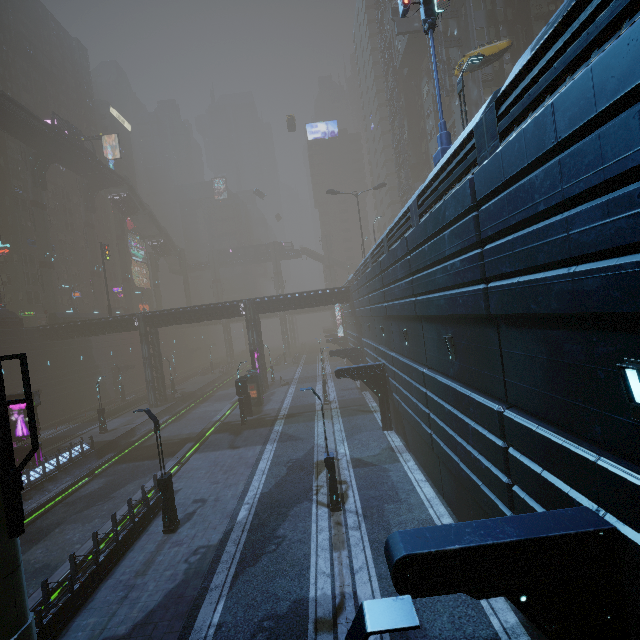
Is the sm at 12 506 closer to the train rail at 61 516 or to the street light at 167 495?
the train rail at 61 516

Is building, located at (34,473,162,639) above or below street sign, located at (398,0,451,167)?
below

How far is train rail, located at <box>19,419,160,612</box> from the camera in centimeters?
1492cm

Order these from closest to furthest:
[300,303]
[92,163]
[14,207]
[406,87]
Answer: [300,303]
[406,87]
[14,207]
[92,163]

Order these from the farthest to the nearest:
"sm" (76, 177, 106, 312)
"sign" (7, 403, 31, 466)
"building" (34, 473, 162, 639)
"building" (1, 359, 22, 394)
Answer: "sm" (76, 177, 106, 312) < "building" (1, 359, 22, 394) < "sign" (7, 403, 31, 466) < "building" (34, 473, 162, 639)

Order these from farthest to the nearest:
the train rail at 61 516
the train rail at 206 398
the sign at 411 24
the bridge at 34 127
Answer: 1. the bridge at 34 127
2. the sign at 411 24
3. the train rail at 206 398
4. the train rail at 61 516

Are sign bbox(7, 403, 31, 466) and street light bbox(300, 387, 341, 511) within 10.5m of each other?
no
